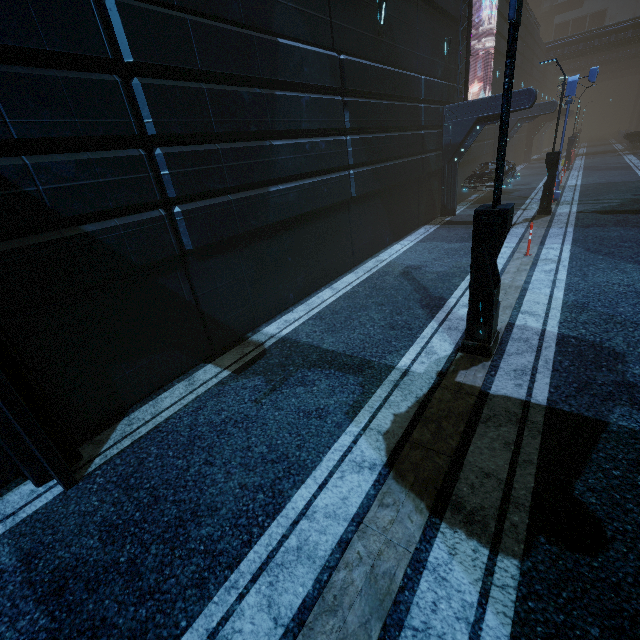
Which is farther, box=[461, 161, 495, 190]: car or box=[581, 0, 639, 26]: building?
box=[581, 0, 639, 26]: building

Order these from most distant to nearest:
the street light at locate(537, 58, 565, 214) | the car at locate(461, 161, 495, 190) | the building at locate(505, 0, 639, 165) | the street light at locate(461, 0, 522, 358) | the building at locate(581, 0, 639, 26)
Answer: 1. the building at locate(581, 0, 639, 26)
2. the building at locate(505, 0, 639, 165)
3. the car at locate(461, 161, 495, 190)
4. the street light at locate(537, 58, 565, 214)
5. the street light at locate(461, 0, 522, 358)

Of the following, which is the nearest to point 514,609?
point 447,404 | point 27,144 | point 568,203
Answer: point 447,404

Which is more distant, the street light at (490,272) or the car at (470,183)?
the car at (470,183)

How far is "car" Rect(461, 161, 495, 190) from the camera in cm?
1733

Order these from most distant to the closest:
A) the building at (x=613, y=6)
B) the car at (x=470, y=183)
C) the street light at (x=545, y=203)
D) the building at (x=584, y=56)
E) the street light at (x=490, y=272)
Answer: → the building at (x=613, y=6) < the building at (x=584, y=56) < the car at (x=470, y=183) < the street light at (x=545, y=203) < the street light at (x=490, y=272)

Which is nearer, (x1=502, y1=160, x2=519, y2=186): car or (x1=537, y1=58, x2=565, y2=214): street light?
(x1=537, y1=58, x2=565, y2=214): street light
